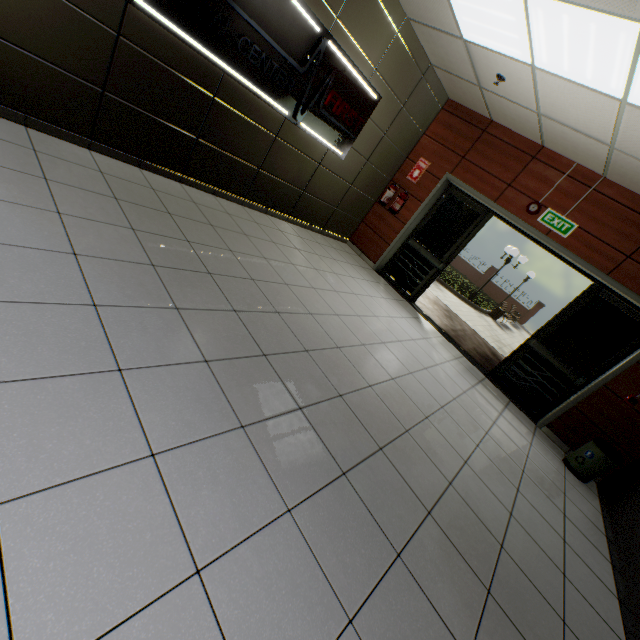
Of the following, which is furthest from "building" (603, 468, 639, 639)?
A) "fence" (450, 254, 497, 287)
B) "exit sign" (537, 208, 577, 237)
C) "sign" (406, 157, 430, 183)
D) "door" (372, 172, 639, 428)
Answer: "fence" (450, 254, 497, 287)

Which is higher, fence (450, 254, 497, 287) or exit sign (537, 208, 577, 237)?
exit sign (537, 208, 577, 237)

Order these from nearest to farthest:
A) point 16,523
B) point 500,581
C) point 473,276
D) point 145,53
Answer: point 16,523, point 500,581, point 145,53, point 473,276

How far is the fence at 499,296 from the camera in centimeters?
2645cm

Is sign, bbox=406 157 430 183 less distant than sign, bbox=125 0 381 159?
No

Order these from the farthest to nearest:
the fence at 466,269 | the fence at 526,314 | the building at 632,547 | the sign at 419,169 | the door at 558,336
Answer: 1. the fence at 466,269
2. the fence at 526,314
3. the sign at 419,169
4. the door at 558,336
5. the building at 632,547

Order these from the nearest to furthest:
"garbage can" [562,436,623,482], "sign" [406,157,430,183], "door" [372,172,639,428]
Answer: "garbage can" [562,436,623,482] < "door" [372,172,639,428] < "sign" [406,157,430,183]

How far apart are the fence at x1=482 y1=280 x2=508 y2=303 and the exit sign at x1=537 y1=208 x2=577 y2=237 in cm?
2389
